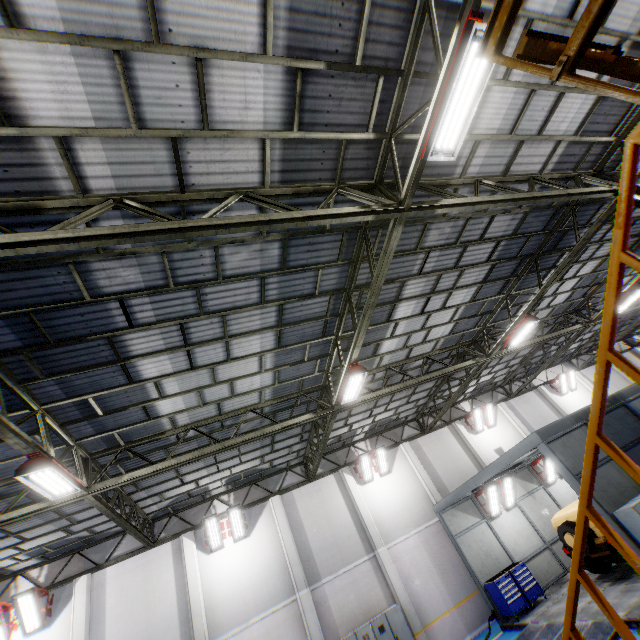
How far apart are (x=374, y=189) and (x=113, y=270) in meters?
5.2

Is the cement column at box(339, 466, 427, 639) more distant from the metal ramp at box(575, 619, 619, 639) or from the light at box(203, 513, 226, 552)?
the light at box(203, 513, 226, 552)

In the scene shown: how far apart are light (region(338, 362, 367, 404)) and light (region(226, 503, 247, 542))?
8.3m

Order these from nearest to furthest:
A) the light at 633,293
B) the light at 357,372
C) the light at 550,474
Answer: the light at 357,372
the light at 633,293
the light at 550,474

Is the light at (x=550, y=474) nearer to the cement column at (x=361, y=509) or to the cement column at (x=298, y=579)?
the cement column at (x=361, y=509)

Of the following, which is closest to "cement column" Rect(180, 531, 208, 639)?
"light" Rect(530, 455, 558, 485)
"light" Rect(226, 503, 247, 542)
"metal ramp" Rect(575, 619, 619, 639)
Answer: "light" Rect(226, 503, 247, 542)

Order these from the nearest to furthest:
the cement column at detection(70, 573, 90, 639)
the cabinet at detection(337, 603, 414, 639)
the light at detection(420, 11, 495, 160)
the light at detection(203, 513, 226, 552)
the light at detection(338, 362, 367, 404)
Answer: the light at detection(420, 11, 495, 160) → the light at detection(338, 362, 367, 404) → the cement column at detection(70, 573, 90, 639) → the cabinet at detection(337, 603, 414, 639) → the light at detection(203, 513, 226, 552)

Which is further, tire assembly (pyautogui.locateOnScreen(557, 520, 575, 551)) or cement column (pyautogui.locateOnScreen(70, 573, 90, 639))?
cement column (pyautogui.locateOnScreen(70, 573, 90, 639))
